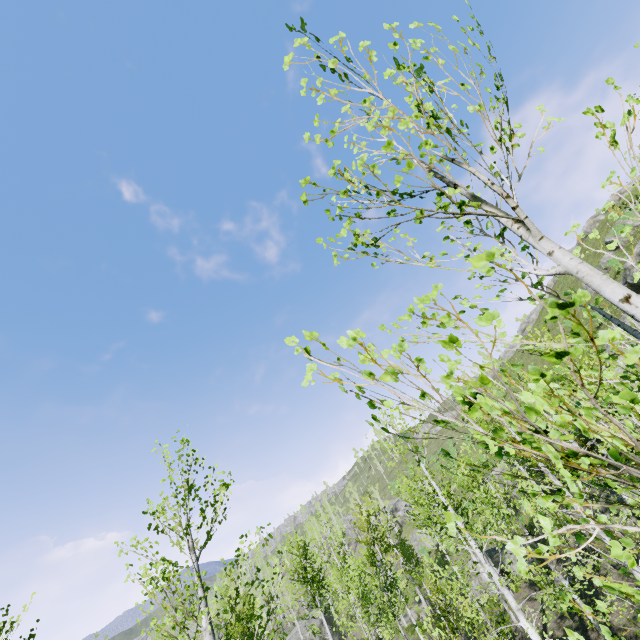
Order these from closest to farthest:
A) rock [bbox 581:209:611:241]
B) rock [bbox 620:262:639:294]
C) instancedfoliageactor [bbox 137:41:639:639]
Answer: instancedfoliageactor [bbox 137:41:639:639]
rock [bbox 620:262:639:294]
rock [bbox 581:209:611:241]

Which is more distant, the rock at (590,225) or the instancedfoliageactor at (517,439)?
the rock at (590,225)

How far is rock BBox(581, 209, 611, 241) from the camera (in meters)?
48.35

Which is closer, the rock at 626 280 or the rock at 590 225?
the rock at 626 280

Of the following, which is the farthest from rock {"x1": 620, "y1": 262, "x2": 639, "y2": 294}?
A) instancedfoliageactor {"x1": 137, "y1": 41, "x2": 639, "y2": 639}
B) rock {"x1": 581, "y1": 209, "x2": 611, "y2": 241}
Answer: instancedfoliageactor {"x1": 137, "y1": 41, "x2": 639, "y2": 639}

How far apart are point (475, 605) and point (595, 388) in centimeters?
1212cm

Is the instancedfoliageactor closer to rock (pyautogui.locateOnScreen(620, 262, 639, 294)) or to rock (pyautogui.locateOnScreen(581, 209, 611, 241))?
rock (pyautogui.locateOnScreen(620, 262, 639, 294))

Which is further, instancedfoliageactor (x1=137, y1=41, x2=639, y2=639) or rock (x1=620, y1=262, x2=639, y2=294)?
rock (x1=620, y1=262, x2=639, y2=294)
